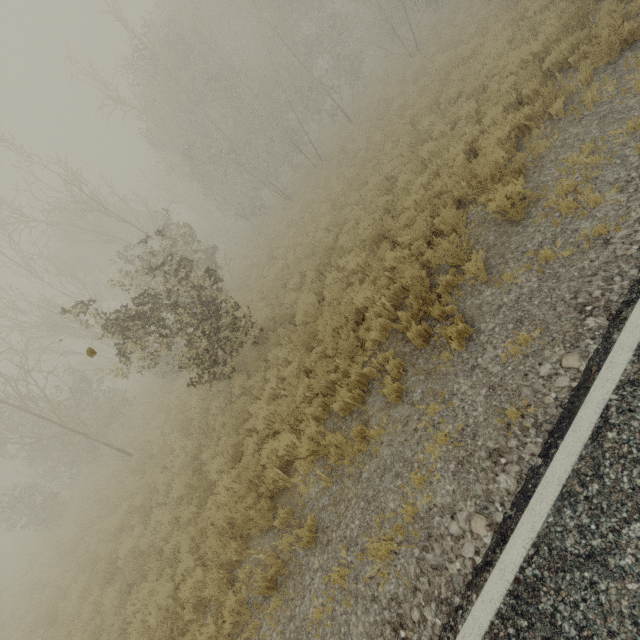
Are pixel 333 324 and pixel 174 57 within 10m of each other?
no
